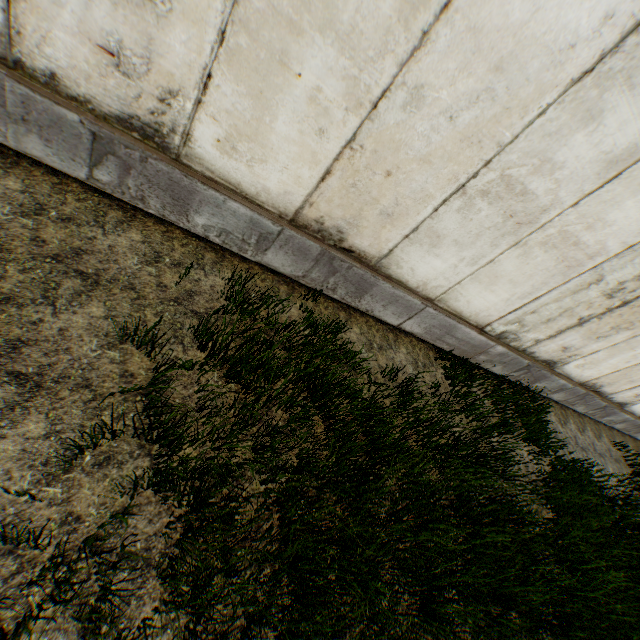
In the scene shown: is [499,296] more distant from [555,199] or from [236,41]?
[236,41]
